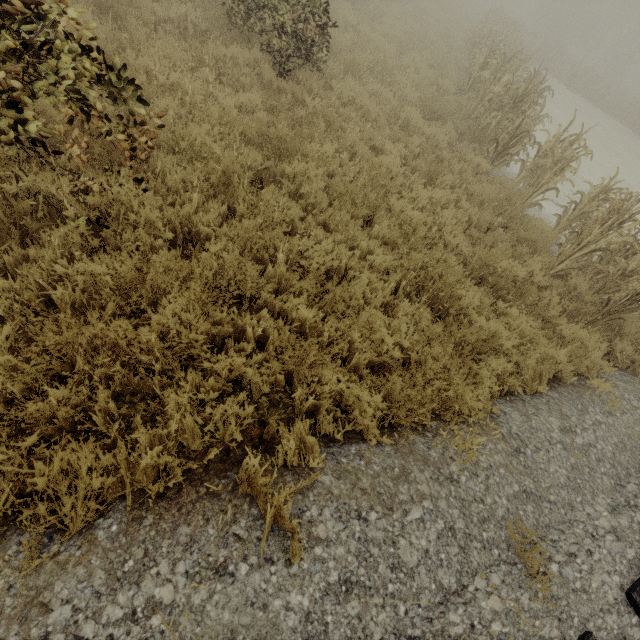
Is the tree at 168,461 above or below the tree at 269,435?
above

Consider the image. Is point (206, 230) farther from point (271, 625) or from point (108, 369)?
point (271, 625)

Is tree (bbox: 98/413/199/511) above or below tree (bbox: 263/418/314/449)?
above

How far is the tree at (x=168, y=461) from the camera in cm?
221

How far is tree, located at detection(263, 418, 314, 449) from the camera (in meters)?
2.71
